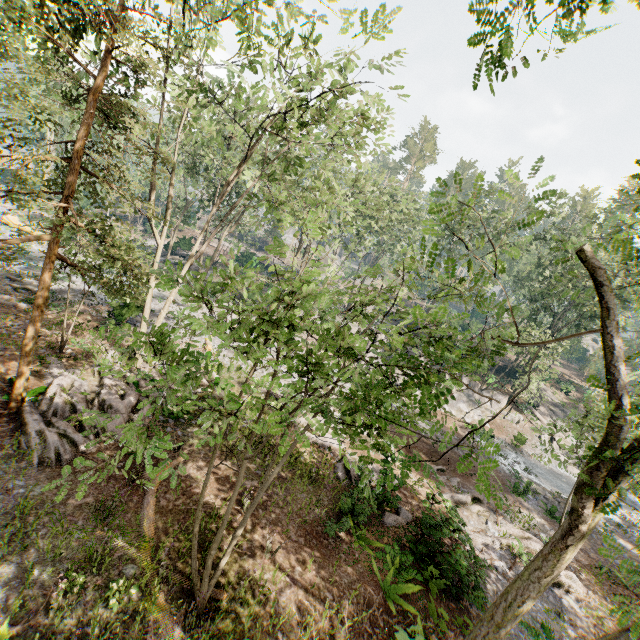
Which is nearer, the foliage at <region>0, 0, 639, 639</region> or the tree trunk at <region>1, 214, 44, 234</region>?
the foliage at <region>0, 0, 639, 639</region>

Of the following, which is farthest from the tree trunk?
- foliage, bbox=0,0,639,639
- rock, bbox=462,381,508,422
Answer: rock, bbox=462,381,508,422

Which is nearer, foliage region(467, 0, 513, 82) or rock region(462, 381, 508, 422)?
foliage region(467, 0, 513, 82)

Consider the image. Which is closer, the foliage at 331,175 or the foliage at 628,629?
the foliage at 628,629

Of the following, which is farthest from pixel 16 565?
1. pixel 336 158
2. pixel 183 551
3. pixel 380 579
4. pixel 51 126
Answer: pixel 336 158

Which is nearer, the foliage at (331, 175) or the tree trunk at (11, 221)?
the foliage at (331, 175)

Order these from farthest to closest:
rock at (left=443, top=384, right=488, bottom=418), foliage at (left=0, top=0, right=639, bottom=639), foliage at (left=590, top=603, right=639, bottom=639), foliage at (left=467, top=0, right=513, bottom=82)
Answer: rock at (left=443, top=384, right=488, bottom=418), foliage at (left=467, top=0, right=513, bottom=82), foliage at (left=0, top=0, right=639, bottom=639), foliage at (left=590, top=603, right=639, bottom=639)

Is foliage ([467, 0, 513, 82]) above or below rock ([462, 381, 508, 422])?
above
